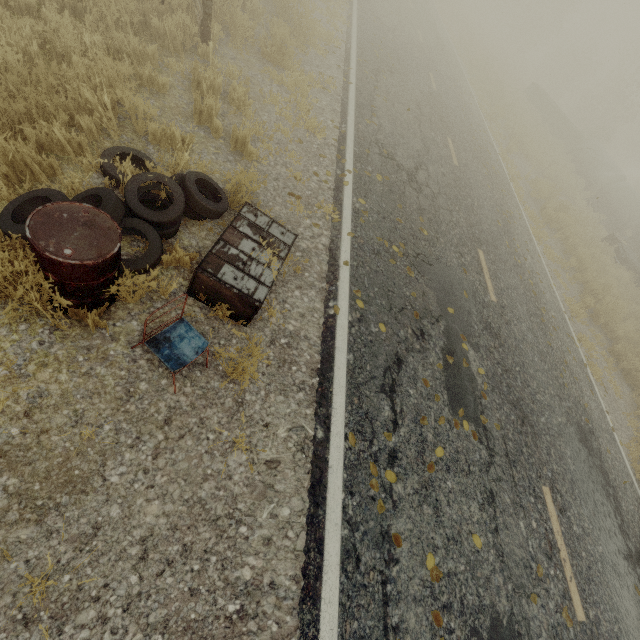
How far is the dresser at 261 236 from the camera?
3.4 meters

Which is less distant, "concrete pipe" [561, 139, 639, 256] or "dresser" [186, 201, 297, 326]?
"dresser" [186, 201, 297, 326]

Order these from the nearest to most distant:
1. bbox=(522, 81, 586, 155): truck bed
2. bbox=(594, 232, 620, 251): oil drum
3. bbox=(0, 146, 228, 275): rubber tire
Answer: bbox=(0, 146, 228, 275): rubber tire → bbox=(594, 232, 620, 251): oil drum → bbox=(522, 81, 586, 155): truck bed

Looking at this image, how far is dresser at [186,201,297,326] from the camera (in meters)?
3.35

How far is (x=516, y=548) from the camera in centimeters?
401cm

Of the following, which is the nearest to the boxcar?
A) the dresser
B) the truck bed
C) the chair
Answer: the truck bed

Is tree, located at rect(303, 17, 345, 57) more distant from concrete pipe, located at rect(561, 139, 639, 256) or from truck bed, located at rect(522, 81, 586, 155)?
concrete pipe, located at rect(561, 139, 639, 256)

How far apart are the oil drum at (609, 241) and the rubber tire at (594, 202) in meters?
4.3 m
